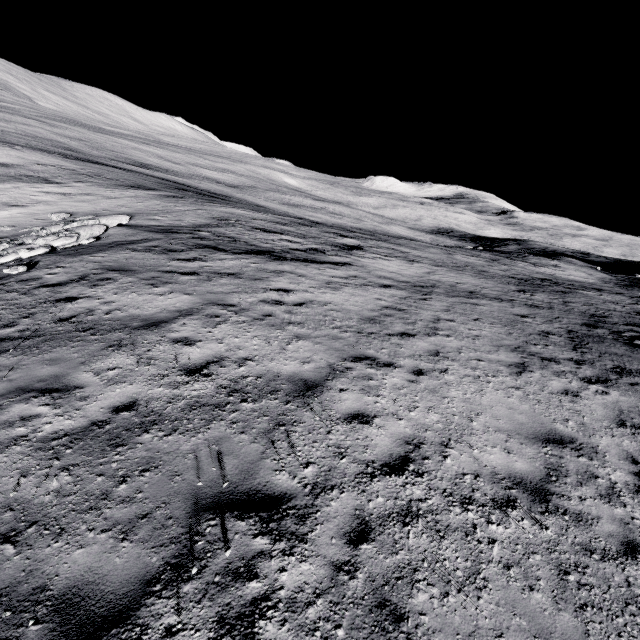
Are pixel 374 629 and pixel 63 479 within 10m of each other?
yes
